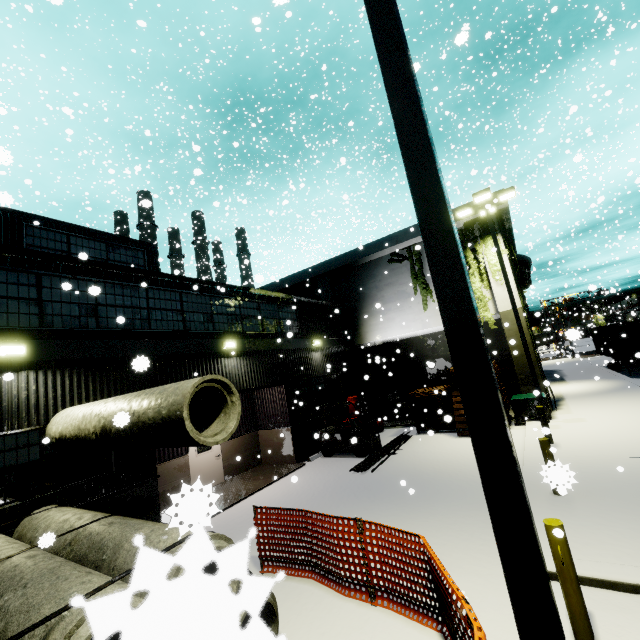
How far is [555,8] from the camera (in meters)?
9.35

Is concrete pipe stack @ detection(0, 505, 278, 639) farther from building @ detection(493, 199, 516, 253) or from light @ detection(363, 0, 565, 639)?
light @ detection(363, 0, 565, 639)

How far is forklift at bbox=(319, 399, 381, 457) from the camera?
13.20m

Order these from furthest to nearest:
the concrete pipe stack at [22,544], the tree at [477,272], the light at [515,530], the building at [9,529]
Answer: the tree at [477,272] < the building at [9,529] < the light at [515,530] < the concrete pipe stack at [22,544]

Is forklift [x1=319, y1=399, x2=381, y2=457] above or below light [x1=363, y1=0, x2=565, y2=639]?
Answer: below

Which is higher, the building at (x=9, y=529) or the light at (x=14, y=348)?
the light at (x=14, y=348)

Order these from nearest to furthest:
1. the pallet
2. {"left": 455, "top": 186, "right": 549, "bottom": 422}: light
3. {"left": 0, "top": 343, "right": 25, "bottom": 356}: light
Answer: {"left": 0, "top": 343, "right": 25, "bottom": 356}: light < {"left": 455, "top": 186, "right": 549, "bottom": 422}: light < the pallet

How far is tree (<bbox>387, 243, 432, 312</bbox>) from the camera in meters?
18.1 m
